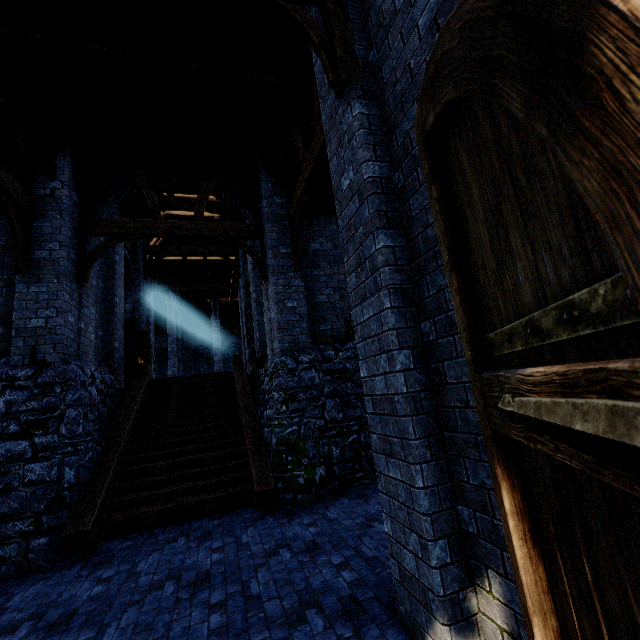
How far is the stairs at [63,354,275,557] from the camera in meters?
5.6

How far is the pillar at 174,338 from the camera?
22.1m

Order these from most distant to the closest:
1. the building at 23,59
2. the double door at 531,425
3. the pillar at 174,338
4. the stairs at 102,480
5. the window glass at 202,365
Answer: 1. the window glass at 202,365
2. the pillar at 174,338
3. the stairs at 102,480
4. the building at 23,59
5. the double door at 531,425

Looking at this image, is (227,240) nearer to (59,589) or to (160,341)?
(59,589)

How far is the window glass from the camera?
30.11m

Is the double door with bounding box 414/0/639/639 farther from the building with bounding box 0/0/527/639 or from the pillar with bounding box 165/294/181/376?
the pillar with bounding box 165/294/181/376

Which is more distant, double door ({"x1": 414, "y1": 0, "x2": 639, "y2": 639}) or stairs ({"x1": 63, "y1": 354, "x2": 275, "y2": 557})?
stairs ({"x1": 63, "y1": 354, "x2": 275, "y2": 557})

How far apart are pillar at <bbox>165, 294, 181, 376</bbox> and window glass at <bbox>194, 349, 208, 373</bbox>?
7.2 meters
